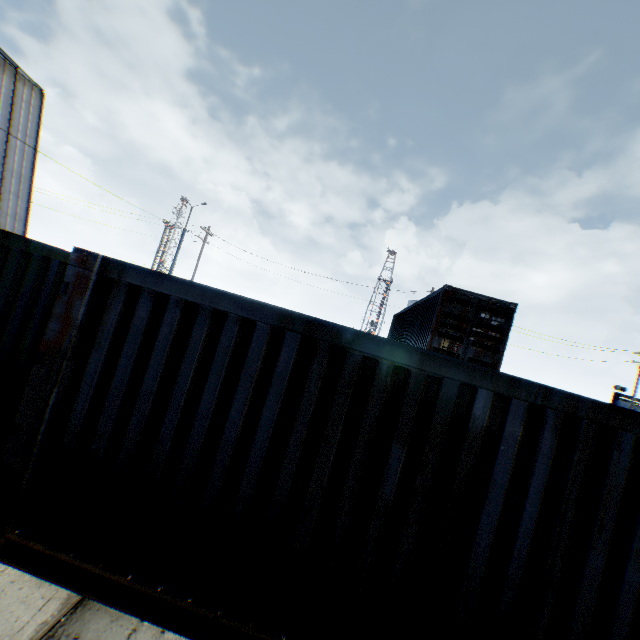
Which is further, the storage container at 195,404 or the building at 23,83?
the building at 23,83

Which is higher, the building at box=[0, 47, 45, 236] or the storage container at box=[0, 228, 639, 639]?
the building at box=[0, 47, 45, 236]

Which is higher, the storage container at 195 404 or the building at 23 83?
the building at 23 83

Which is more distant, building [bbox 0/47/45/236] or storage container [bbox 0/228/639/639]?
building [bbox 0/47/45/236]

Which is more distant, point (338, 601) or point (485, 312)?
point (485, 312)
